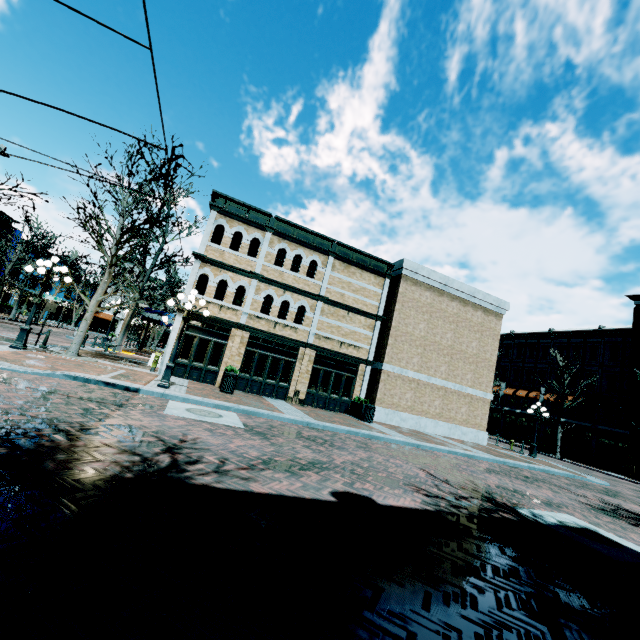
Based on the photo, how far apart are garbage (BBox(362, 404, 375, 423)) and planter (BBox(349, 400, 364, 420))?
0.05m

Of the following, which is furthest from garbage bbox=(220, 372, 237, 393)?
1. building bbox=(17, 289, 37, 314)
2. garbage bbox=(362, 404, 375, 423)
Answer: building bbox=(17, 289, 37, 314)

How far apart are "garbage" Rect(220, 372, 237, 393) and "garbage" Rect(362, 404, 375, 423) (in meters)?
6.81

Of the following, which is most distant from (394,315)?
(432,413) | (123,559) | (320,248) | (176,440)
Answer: (123,559)

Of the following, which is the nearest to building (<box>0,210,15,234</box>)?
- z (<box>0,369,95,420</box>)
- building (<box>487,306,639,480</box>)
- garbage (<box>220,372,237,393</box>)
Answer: z (<box>0,369,95,420</box>)

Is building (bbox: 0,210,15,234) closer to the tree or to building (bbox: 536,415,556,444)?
building (bbox: 536,415,556,444)

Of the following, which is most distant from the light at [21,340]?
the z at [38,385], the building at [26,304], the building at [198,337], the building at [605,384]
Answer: the building at [26,304]

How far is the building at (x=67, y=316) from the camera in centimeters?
5412cm
